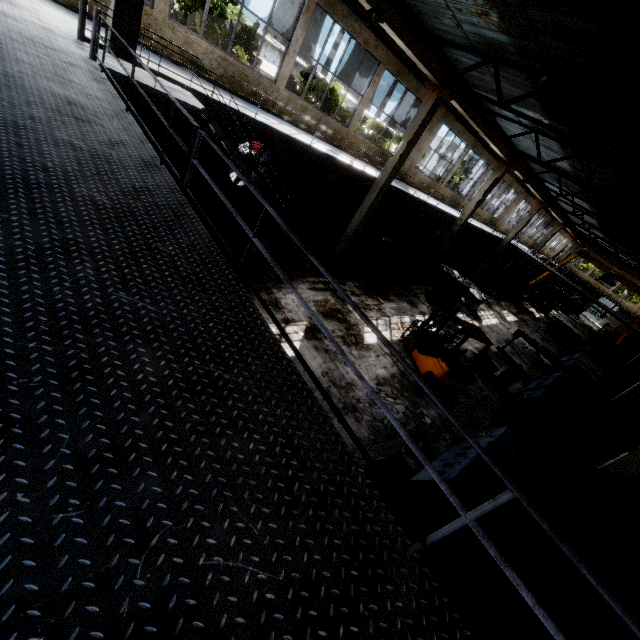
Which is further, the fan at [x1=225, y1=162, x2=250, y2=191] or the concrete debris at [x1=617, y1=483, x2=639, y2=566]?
the fan at [x1=225, y1=162, x2=250, y2=191]

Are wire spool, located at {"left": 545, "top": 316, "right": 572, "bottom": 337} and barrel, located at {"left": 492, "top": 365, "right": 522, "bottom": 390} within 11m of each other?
no

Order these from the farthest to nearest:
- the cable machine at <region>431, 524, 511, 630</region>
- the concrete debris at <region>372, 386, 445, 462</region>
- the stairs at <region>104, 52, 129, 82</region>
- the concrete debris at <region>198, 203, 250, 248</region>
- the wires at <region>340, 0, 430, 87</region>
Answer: the concrete debris at <region>198, 203, 250, 248</region>
the wires at <region>340, 0, 430, 87</region>
the concrete debris at <region>372, 386, 445, 462</region>
the stairs at <region>104, 52, 129, 82</region>
the cable machine at <region>431, 524, 511, 630</region>

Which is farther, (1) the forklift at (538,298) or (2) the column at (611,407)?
(1) the forklift at (538,298)

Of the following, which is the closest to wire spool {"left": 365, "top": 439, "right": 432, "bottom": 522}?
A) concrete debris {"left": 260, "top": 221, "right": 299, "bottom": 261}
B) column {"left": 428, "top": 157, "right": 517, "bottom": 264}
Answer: concrete debris {"left": 260, "top": 221, "right": 299, "bottom": 261}

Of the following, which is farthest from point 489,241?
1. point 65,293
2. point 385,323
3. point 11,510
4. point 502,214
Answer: point 11,510

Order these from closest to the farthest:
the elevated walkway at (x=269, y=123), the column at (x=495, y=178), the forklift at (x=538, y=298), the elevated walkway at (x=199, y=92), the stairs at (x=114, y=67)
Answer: the stairs at (x=114, y=67) → the elevated walkway at (x=199, y=92) → the elevated walkway at (x=269, y=123) → the column at (x=495, y=178) → the forklift at (x=538, y=298)

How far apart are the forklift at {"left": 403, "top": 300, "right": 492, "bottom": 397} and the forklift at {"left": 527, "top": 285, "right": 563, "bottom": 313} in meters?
29.3 m
